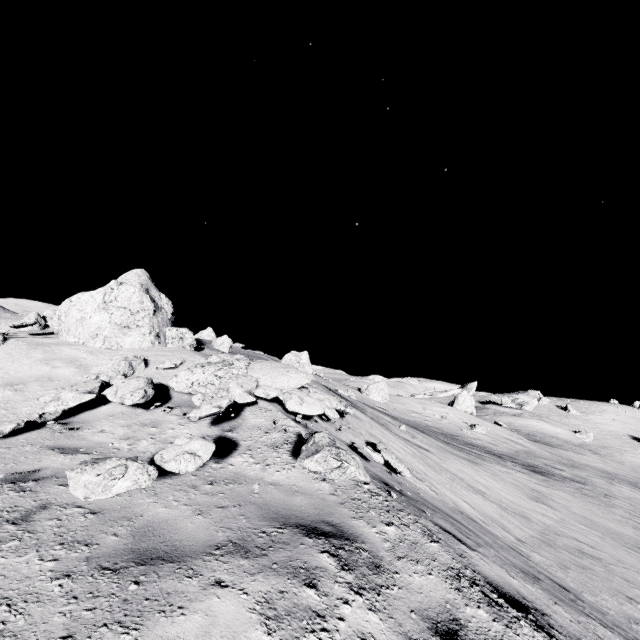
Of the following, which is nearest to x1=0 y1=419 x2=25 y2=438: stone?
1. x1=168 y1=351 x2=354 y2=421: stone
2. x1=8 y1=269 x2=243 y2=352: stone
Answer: x1=168 y1=351 x2=354 y2=421: stone

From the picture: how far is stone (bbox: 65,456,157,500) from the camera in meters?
2.7

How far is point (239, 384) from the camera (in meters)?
6.25

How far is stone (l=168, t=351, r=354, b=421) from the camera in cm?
576

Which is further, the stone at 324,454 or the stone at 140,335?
the stone at 140,335

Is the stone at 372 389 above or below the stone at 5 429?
above

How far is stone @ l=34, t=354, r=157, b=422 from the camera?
5.4 meters

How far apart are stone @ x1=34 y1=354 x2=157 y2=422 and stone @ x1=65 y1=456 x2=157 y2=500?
2.40m
